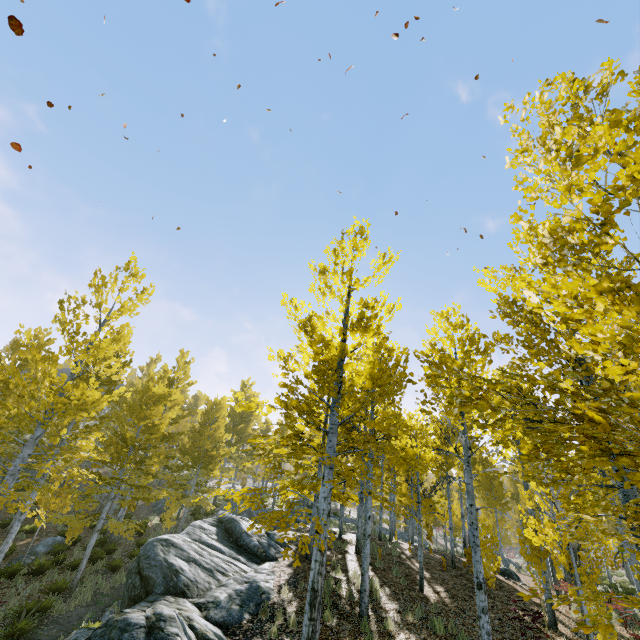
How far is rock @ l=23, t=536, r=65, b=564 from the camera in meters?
15.6 m

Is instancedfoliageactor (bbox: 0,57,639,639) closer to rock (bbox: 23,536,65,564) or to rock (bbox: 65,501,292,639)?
rock (bbox: 65,501,292,639)

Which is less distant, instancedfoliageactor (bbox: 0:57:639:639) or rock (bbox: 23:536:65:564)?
instancedfoliageactor (bbox: 0:57:639:639)

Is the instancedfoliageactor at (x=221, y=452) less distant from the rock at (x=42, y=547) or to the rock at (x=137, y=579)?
the rock at (x=137, y=579)

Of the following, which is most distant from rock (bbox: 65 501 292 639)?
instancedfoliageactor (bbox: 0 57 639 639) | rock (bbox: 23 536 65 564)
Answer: rock (bbox: 23 536 65 564)

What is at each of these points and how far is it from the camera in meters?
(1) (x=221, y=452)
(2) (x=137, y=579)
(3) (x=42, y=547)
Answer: (1) instancedfoliageactor, 21.9
(2) rock, 9.4
(3) rock, 16.9

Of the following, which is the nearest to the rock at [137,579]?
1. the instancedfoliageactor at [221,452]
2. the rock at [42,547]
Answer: the instancedfoliageactor at [221,452]
